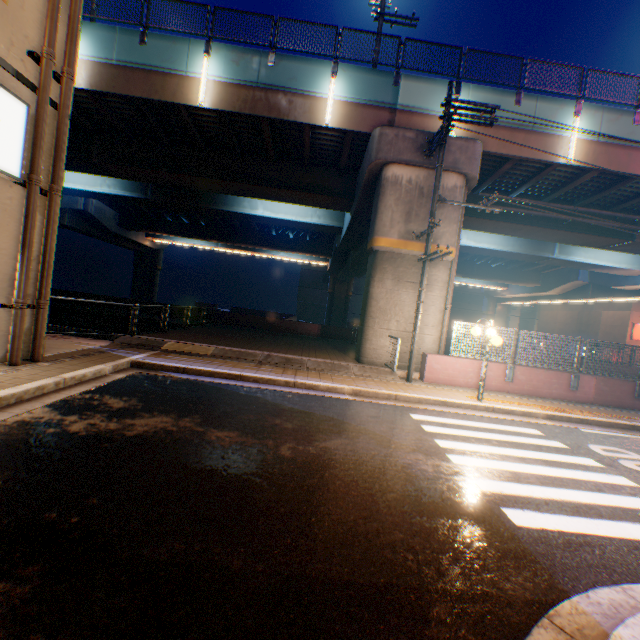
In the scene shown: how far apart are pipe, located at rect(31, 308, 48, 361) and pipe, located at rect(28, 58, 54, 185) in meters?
0.3

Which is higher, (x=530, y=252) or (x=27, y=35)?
(x=530, y=252)

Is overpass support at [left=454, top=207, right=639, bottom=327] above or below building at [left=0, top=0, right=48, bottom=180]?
above

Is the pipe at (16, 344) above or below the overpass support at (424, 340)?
below

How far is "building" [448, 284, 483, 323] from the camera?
54.8m

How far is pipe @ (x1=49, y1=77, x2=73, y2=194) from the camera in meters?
7.0 m

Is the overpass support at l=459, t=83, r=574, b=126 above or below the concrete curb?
above

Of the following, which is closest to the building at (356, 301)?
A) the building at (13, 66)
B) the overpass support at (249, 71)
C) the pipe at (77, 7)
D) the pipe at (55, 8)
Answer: the overpass support at (249, 71)
